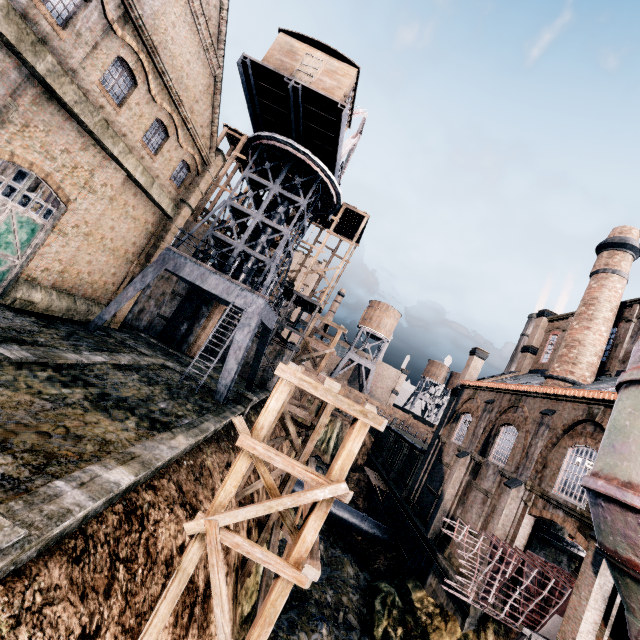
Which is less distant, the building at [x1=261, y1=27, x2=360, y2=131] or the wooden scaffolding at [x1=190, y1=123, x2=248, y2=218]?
the building at [x1=261, y1=27, x2=360, y2=131]

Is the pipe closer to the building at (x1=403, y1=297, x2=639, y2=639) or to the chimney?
the building at (x1=403, y1=297, x2=639, y2=639)

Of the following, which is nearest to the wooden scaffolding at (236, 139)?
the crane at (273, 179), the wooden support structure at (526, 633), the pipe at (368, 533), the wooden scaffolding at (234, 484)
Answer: the crane at (273, 179)

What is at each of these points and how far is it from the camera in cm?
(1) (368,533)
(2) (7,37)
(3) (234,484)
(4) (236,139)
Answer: (1) pipe, 2738
(2) building, 1091
(3) wooden scaffolding, 749
(4) wooden scaffolding, 3562

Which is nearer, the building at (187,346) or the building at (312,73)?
the building at (312,73)

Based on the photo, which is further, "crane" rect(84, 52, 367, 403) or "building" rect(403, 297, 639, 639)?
"crane" rect(84, 52, 367, 403)

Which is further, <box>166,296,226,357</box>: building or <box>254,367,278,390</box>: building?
<box>254,367,278,390</box>: building

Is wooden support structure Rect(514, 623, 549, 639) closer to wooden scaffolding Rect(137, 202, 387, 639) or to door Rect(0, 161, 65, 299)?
wooden scaffolding Rect(137, 202, 387, 639)
